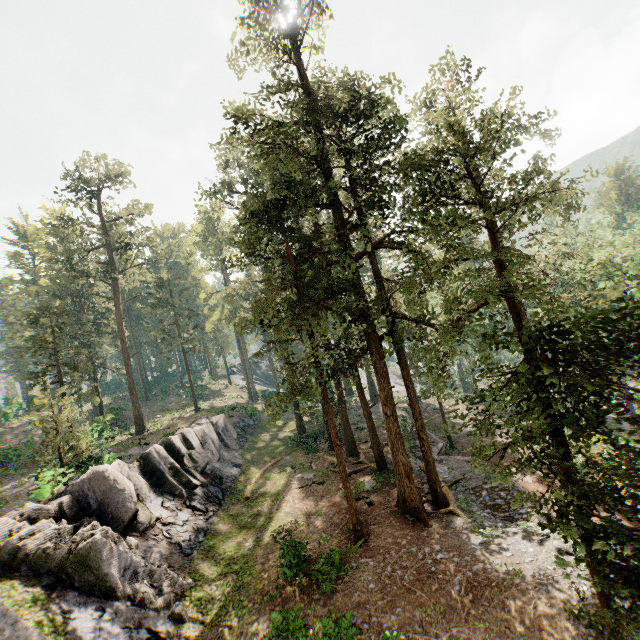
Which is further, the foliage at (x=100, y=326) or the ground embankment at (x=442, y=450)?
the ground embankment at (x=442, y=450)

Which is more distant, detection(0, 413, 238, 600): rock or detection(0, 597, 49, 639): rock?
detection(0, 413, 238, 600): rock

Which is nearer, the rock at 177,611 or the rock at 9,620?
the rock at 9,620

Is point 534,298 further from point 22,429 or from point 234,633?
point 22,429

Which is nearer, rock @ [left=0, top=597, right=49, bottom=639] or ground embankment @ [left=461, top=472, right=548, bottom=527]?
rock @ [left=0, top=597, right=49, bottom=639]

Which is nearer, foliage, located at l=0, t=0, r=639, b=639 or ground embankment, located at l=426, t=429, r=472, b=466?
foliage, located at l=0, t=0, r=639, b=639

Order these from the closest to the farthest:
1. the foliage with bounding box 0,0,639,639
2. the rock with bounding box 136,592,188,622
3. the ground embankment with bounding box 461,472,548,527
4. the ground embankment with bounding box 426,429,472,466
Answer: the foliage with bounding box 0,0,639,639 < the rock with bounding box 136,592,188,622 < the ground embankment with bounding box 461,472,548,527 < the ground embankment with bounding box 426,429,472,466

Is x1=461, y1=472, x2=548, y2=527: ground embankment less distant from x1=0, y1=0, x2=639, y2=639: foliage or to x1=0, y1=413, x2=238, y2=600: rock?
x1=0, y1=0, x2=639, y2=639: foliage
